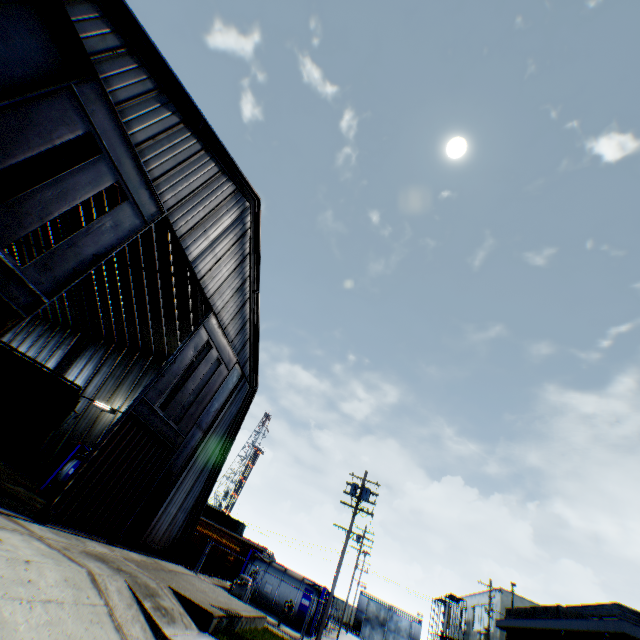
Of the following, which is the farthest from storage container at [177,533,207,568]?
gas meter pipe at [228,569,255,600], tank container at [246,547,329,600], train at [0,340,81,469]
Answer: train at [0,340,81,469]

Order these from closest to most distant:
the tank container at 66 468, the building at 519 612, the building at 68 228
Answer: the building at 519 612, the tank container at 66 468, the building at 68 228

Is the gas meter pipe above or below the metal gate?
below

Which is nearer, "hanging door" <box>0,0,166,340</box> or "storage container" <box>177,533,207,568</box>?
"hanging door" <box>0,0,166,340</box>

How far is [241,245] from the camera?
18.66m

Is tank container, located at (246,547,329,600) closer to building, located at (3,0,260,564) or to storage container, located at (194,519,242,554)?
storage container, located at (194,519,242,554)

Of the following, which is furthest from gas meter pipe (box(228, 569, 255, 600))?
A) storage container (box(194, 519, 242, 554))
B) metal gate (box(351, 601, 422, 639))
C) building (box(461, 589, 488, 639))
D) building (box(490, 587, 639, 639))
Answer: metal gate (box(351, 601, 422, 639))

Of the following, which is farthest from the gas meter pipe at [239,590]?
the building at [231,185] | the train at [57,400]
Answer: the train at [57,400]
